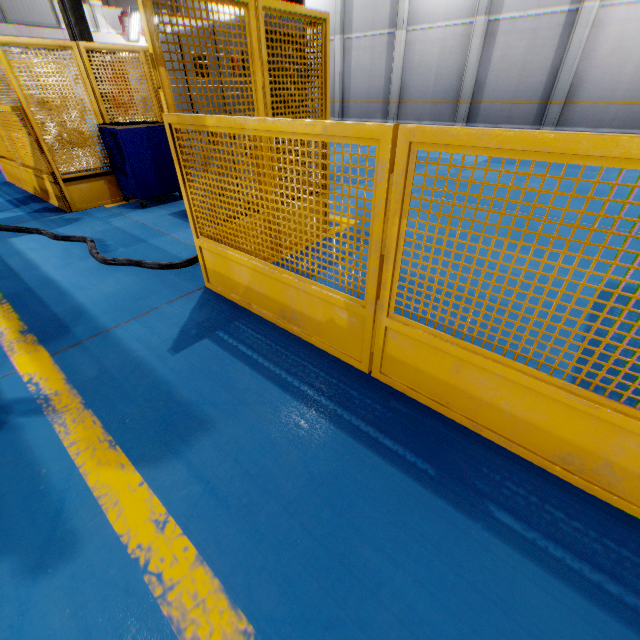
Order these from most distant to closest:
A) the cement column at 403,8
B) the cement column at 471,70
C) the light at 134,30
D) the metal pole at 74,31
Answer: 1. the light at 134,30
2. the cement column at 403,8
3. the cement column at 471,70
4. the metal pole at 74,31

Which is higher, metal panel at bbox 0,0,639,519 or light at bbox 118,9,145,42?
light at bbox 118,9,145,42

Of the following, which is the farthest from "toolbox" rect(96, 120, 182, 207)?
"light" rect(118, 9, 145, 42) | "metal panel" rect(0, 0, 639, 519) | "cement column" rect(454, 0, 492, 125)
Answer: "light" rect(118, 9, 145, 42)

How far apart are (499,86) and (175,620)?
20.45m

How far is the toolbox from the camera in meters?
5.0

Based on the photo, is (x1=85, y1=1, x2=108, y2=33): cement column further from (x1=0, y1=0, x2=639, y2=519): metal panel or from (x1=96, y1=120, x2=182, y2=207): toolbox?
(x1=96, y1=120, x2=182, y2=207): toolbox

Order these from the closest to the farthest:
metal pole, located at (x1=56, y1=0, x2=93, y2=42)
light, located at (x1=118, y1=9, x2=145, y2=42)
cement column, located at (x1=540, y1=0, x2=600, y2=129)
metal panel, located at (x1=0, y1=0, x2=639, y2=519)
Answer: metal panel, located at (x1=0, y1=0, x2=639, y2=519), metal pole, located at (x1=56, y1=0, x2=93, y2=42), cement column, located at (x1=540, y1=0, x2=600, y2=129), light, located at (x1=118, y1=9, x2=145, y2=42)

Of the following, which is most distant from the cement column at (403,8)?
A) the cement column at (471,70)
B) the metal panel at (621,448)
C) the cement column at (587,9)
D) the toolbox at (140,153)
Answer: the toolbox at (140,153)
